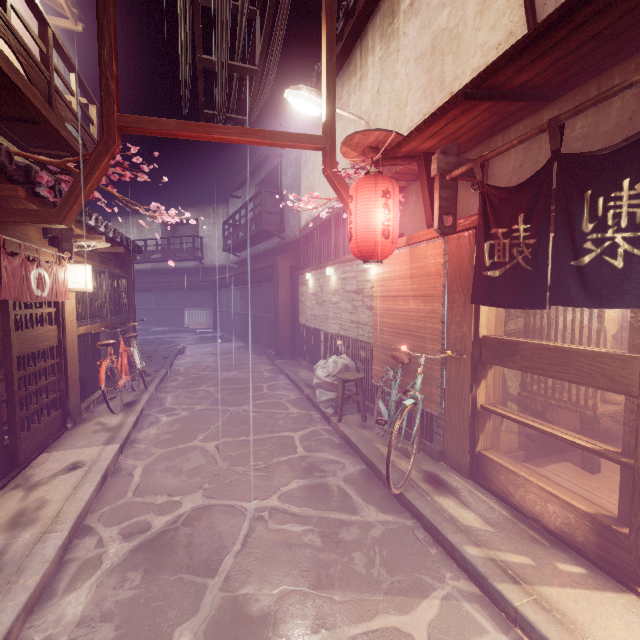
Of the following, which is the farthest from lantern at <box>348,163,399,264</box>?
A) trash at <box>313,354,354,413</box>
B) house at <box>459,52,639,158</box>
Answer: trash at <box>313,354,354,413</box>

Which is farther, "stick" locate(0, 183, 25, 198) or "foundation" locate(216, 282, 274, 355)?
"foundation" locate(216, 282, 274, 355)

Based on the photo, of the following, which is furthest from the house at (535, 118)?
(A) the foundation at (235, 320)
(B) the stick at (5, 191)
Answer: (A) the foundation at (235, 320)

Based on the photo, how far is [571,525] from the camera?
4.89m

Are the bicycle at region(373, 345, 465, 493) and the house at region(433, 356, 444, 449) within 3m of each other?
yes

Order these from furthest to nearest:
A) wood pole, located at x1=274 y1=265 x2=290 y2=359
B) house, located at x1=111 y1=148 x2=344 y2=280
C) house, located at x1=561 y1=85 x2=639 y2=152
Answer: wood pole, located at x1=274 y1=265 x2=290 y2=359 → house, located at x1=111 y1=148 x2=344 y2=280 → house, located at x1=561 y1=85 x2=639 y2=152

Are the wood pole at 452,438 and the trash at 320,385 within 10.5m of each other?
yes

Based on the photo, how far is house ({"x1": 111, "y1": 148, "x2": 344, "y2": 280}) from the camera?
17.6m
